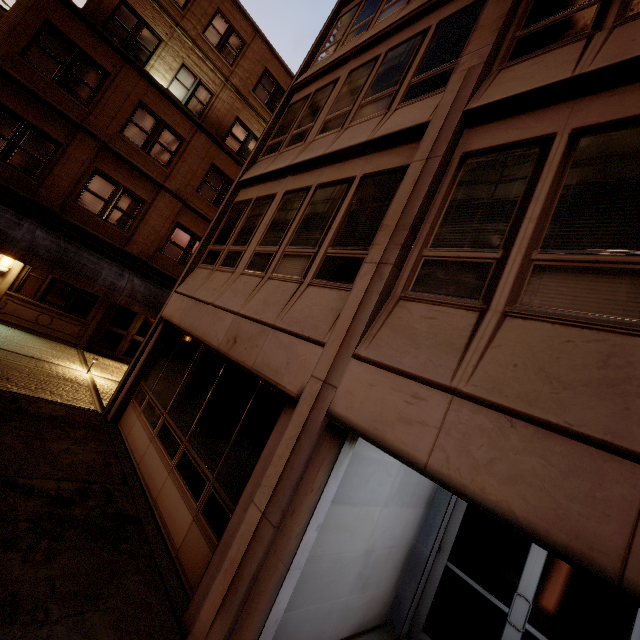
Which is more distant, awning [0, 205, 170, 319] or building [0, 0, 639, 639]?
awning [0, 205, 170, 319]

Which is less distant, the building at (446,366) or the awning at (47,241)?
the building at (446,366)

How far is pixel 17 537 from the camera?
4.0 meters
